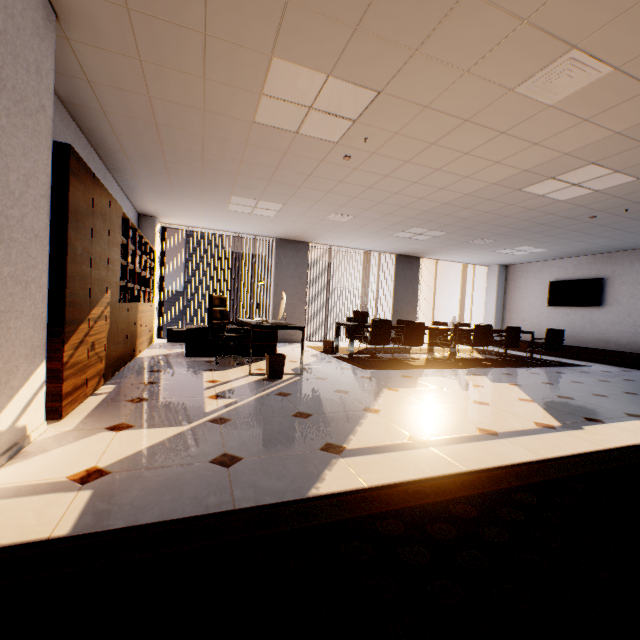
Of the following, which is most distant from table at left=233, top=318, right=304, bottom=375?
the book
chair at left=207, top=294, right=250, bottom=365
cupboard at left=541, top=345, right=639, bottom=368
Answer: cupboard at left=541, top=345, right=639, bottom=368

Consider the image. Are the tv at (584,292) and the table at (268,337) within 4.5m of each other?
no

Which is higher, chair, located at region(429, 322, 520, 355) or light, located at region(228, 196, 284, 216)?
light, located at region(228, 196, 284, 216)

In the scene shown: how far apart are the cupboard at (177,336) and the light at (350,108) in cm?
549

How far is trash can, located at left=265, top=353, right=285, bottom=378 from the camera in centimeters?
446cm

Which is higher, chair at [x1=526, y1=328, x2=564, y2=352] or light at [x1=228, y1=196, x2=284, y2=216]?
light at [x1=228, y1=196, x2=284, y2=216]

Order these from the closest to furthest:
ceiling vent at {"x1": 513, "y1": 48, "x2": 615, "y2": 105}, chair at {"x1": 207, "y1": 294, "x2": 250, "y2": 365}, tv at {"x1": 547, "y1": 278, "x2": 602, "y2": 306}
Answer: ceiling vent at {"x1": 513, "y1": 48, "x2": 615, "y2": 105}
chair at {"x1": 207, "y1": 294, "x2": 250, "y2": 365}
tv at {"x1": 547, "y1": 278, "x2": 602, "y2": 306}

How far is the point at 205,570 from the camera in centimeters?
120cm
